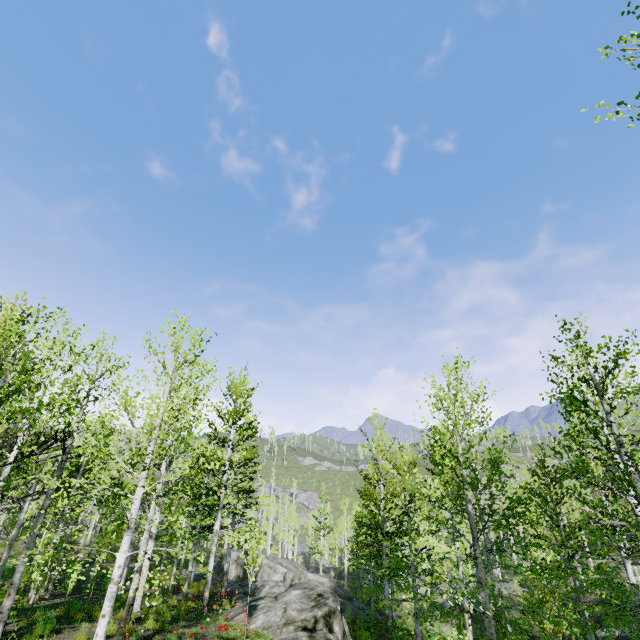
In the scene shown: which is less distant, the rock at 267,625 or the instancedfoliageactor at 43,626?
the instancedfoliageactor at 43,626

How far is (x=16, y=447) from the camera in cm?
877

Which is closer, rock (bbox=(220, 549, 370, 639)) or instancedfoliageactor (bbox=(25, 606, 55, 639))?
instancedfoliageactor (bbox=(25, 606, 55, 639))
